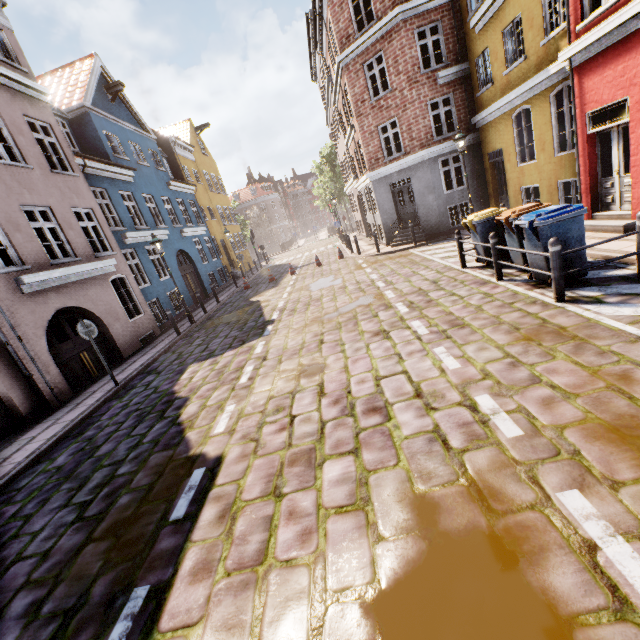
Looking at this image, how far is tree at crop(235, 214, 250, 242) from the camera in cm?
4194

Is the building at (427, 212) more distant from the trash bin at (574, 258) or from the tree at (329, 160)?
the trash bin at (574, 258)

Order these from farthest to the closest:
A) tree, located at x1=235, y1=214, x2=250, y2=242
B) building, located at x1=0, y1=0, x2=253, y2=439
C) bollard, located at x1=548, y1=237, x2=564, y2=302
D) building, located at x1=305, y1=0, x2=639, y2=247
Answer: tree, located at x1=235, y1=214, x2=250, y2=242, building, located at x1=0, y1=0, x2=253, y2=439, building, located at x1=305, y1=0, x2=639, y2=247, bollard, located at x1=548, y1=237, x2=564, y2=302

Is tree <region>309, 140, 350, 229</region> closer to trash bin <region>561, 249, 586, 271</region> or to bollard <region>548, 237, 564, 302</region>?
trash bin <region>561, 249, 586, 271</region>

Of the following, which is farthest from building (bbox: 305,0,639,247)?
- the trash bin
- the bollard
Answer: the bollard

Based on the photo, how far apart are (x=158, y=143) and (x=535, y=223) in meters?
25.3 m

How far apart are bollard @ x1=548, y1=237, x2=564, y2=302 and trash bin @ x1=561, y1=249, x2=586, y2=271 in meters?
0.5 m

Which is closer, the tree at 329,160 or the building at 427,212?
the building at 427,212
